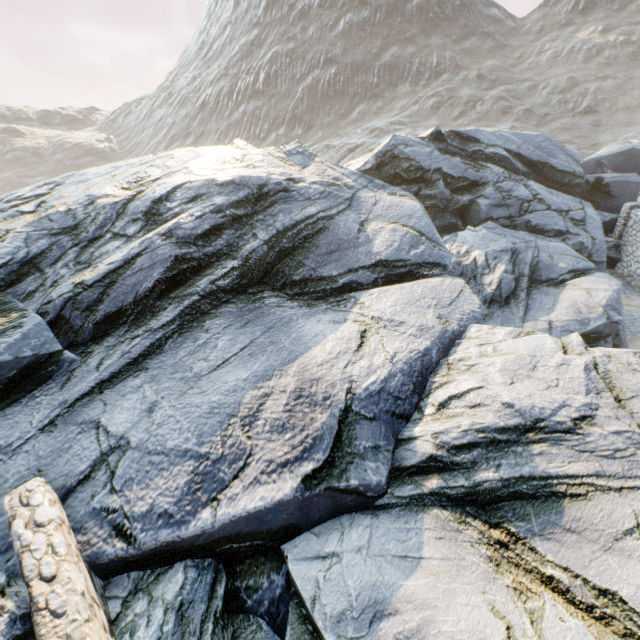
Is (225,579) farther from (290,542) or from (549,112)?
(549,112)
